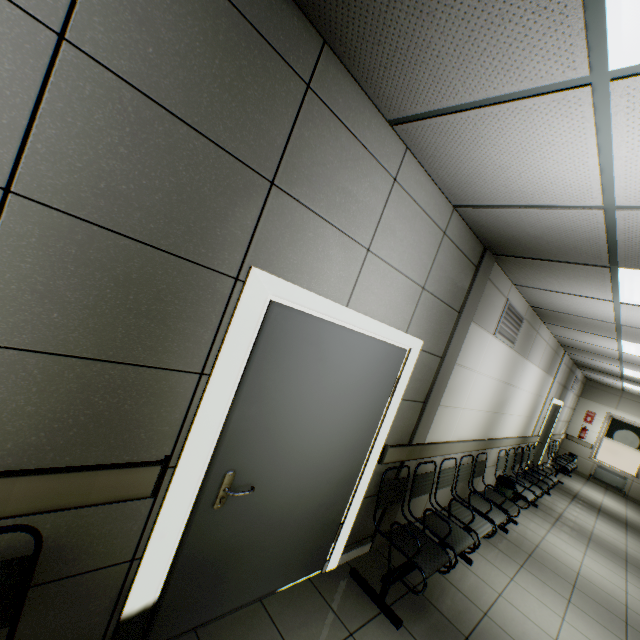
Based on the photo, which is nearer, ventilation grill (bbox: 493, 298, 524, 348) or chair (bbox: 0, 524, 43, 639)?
chair (bbox: 0, 524, 43, 639)

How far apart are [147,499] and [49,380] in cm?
76

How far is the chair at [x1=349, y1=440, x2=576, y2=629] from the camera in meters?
2.7 m

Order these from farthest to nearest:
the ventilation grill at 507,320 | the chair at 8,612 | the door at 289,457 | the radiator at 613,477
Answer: the radiator at 613,477, the ventilation grill at 507,320, the door at 289,457, the chair at 8,612

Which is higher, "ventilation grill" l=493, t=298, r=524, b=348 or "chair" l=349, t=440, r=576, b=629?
"ventilation grill" l=493, t=298, r=524, b=348

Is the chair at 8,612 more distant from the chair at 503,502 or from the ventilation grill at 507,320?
the ventilation grill at 507,320

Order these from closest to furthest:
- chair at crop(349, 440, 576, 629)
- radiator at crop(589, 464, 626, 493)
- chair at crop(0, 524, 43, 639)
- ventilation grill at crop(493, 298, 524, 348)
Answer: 1. chair at crop(0, 524, 43, 639)
2. chair at crop(349, 440, 576, 629)
3. ventilation grill at crop(493, 298, 524, 348)
4. radiator at crop(589, 464, 626, 493)

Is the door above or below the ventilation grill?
below
